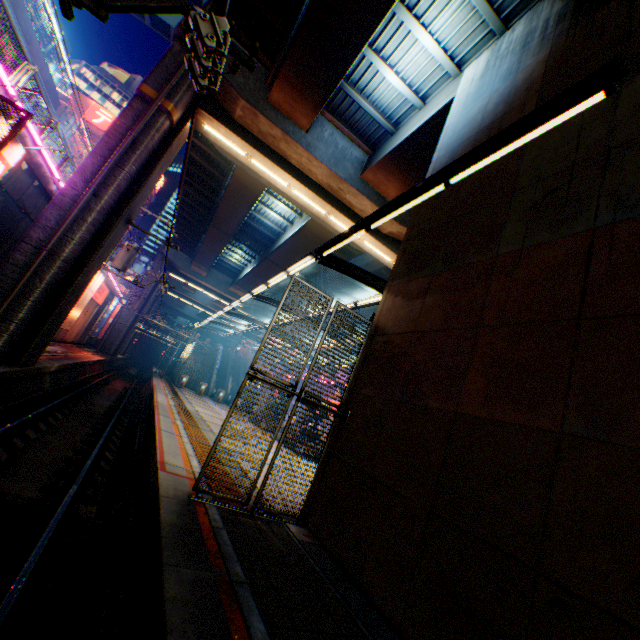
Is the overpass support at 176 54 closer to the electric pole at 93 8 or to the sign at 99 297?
the electric pole at 93 8

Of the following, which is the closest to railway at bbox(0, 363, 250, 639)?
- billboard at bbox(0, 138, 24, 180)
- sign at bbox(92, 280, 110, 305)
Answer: billboard at bbox(0, 138, 24, 180)

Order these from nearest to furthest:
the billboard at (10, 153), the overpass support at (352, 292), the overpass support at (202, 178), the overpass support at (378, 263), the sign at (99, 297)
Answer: the billboard at (10, 153)
the overpass support at (202, 178)
the overpass support at (378, 263)
the sign at (99, 297)
the overpass support at (352, 292)

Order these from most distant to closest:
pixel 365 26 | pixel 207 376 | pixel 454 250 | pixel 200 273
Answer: pixel 200 273, pixel 207 376, pixel 365 26, pixel 454 250

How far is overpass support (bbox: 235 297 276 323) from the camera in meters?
45.8 m

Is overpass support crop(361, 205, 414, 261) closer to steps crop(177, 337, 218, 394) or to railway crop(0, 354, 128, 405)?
railway crop(0, 354, 128, 405)

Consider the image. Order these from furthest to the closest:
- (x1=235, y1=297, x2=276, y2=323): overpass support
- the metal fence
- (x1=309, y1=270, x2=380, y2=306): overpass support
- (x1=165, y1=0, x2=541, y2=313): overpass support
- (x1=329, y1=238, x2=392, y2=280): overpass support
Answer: (x1=235, y1=297, x2=276, y2=323): overpass support
(x1=309, y1=270, x2=380, y2=306): overpass support
(x1=329, y1=238, x2=392, y2=280): overpass support
(x1=165, y1=0, x2=541, y2=313): overpass support
the metal fence

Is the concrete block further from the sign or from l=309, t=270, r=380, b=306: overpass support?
the sign
